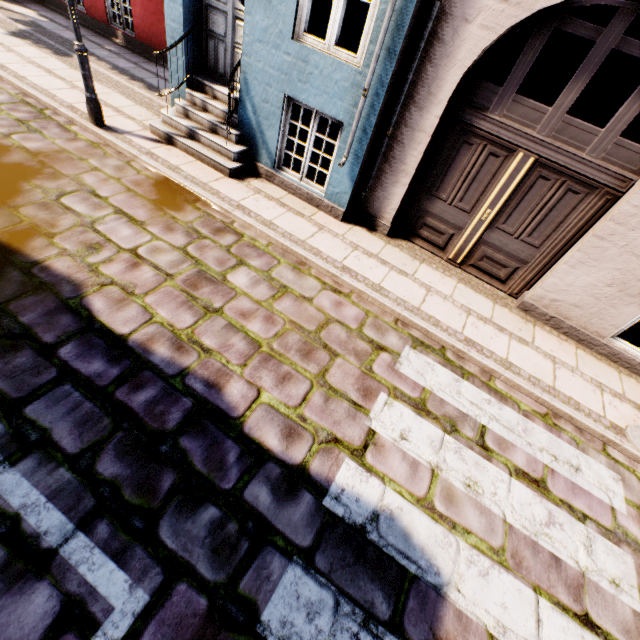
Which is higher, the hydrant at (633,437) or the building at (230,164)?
the building at (230,164)

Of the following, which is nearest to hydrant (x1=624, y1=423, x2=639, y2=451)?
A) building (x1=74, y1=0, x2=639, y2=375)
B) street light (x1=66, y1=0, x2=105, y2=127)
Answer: building (x1=74, y1=0, x2=639, y2=375)

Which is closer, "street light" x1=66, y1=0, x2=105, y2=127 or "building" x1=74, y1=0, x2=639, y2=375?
"building" x1=74, y1=0, x2=639, y2=375

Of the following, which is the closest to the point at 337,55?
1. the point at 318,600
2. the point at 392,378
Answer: the point at 392,378

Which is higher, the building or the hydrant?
the building

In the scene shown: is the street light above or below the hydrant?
above

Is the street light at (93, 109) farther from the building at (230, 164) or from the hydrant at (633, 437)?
the hydrant at (633, 437)

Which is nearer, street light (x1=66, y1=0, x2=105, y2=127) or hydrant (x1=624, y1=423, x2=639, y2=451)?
hydrant (x1=624, y1=423, x2=639, y2=451)
